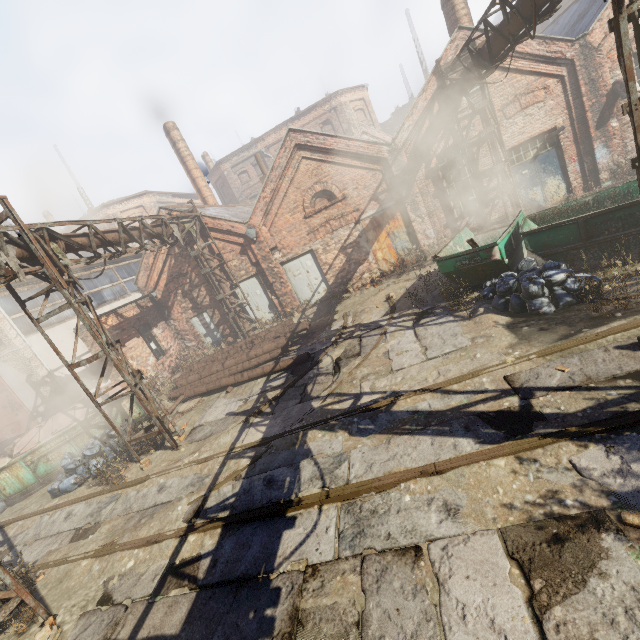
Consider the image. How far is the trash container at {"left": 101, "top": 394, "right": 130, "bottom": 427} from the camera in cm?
1106

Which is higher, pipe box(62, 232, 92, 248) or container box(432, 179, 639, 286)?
pipe box(62, 232, 92, 248)

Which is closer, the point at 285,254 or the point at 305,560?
the point at 305,560

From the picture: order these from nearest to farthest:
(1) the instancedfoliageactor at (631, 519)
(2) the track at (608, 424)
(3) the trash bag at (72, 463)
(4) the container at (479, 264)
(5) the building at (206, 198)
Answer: (1) the instancedfoliageactor at (631, 519) → (2) the track at (608, 424) → (4) the container at (479, 264) → (3) the trash bag at (72, 463) → (5) the building at (206, 198)

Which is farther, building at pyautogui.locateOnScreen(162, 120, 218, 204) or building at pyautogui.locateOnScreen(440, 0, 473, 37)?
building at pyautogui.locateOnScreen(162, 120, 218, 204)

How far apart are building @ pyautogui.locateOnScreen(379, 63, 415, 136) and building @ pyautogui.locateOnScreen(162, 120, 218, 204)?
31.9 meters

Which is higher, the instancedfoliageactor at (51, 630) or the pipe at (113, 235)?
the pipe at (113, 235)

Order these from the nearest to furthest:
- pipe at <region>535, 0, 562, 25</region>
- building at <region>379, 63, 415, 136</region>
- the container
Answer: pipe at <region>535, 0, 562, 25</region> < the container < building at <region>379, 63, 415, 136</region>
